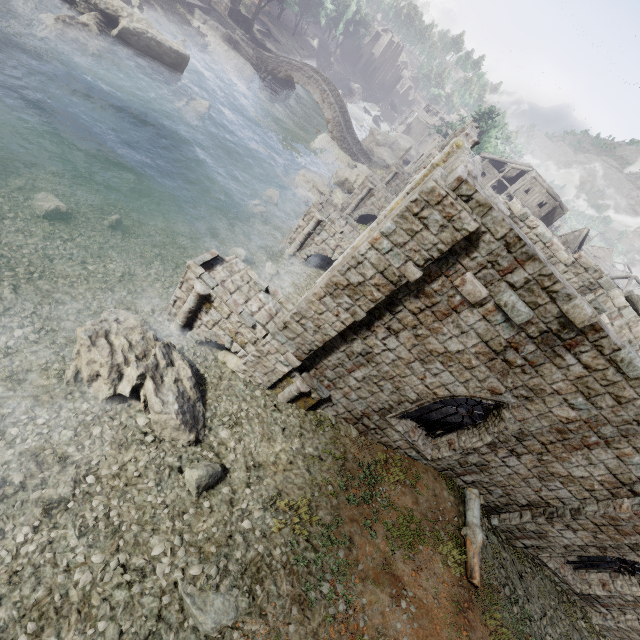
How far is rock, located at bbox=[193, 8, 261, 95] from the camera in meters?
32.7

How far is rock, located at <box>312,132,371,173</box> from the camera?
35.47m

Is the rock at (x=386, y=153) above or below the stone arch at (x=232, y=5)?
below

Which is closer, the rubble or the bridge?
the rubble

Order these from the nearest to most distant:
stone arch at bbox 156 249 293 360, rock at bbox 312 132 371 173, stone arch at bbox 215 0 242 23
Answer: stone arch at bbox 156 249 293 360
rock at bbox 312 132 371 173
stone arch at bbox 215 0 242 23

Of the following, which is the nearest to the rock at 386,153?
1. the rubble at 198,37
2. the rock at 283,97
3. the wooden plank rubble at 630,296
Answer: the rock at 283,97

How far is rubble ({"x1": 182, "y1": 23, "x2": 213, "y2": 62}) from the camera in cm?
3056

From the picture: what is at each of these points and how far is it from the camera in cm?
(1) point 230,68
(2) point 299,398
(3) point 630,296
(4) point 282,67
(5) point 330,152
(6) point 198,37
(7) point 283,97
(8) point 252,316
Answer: (1) rock, 3359
(2) stone arch, 1103
(3) wooden plank rubble, 1405
(4) bridge, 3597
(5) rock, 3581
(6) rubble, 3119
(7) rock, 3847
(8) stone arch, 1066
